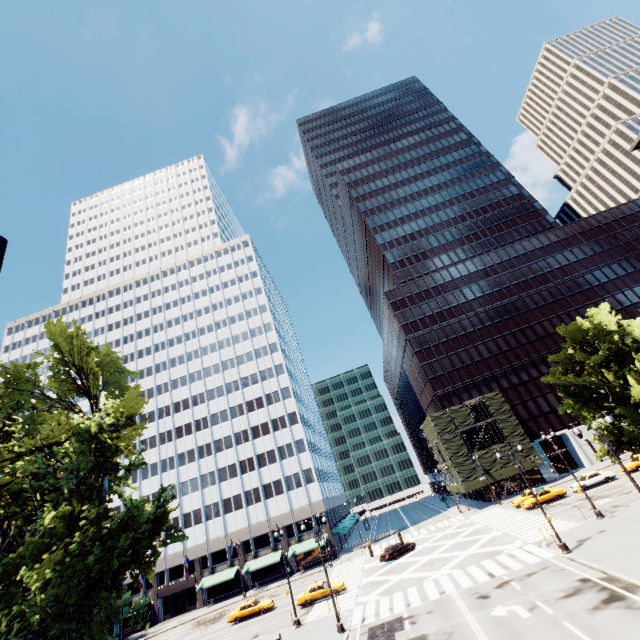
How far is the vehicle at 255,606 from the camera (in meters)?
36.06

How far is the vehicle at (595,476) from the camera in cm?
3872

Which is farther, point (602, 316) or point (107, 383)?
point (602, 316)

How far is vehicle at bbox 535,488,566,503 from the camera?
38.9m

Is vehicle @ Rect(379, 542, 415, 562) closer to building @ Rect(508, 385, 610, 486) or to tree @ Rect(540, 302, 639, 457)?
building @ Rect(508, 385, 610, 486)

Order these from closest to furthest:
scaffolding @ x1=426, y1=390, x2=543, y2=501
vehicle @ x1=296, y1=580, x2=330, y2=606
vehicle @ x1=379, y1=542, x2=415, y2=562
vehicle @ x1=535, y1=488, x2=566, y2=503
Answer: vehicle @ x1=296, y1=580, x2=330, y2=606 → vehicle @ x1=379, y1=542, x2=415, y2=562 → vehicle @ x1=535, y1=488, x2=566, y2=503 → scaffolding @ x1=426, y1=390, x2=543, y2=501

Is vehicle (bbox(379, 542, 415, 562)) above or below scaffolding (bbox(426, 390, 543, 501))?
below

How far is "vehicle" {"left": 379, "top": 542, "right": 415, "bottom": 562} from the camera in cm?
3834
